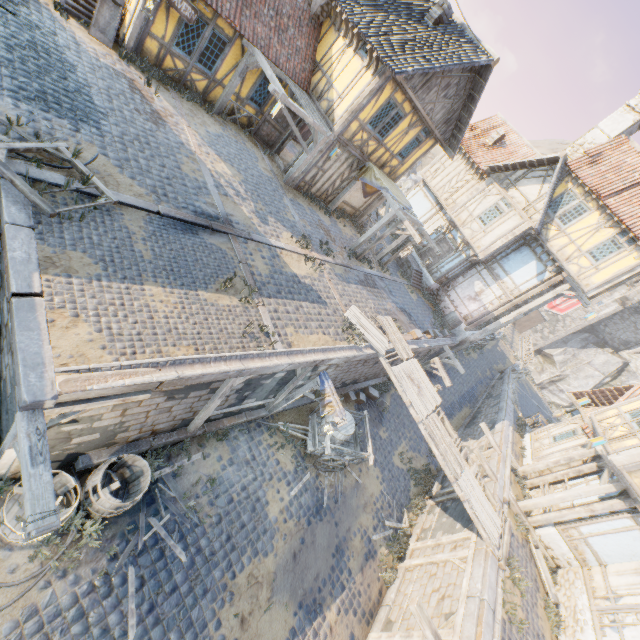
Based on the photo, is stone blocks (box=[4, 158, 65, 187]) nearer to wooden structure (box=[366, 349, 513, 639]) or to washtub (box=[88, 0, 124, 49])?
wooden structure (box=[366, 349, 513, 639])

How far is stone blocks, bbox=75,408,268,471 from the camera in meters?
6.7

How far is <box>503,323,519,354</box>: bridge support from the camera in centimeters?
3570cm

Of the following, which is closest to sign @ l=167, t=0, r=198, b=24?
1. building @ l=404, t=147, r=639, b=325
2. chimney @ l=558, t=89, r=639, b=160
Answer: building @ l=404, t=147, r=639, b=325

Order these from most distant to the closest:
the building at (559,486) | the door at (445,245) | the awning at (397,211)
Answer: the door at (445,245) → the awning at (397,211) → the building at (559,486)

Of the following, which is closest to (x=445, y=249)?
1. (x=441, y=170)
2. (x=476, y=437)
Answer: (x=441, y=170)

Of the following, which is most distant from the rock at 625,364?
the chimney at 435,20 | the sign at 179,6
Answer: the sign at 179,6

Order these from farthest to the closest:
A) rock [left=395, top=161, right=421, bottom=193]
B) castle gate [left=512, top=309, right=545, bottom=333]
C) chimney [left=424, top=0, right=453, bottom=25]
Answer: rock [left=395, top=161, right=421, bottom=193], castle gate [left=512, top=309, right=545, bottom=333], chimney [left=424, top=0, right=453, bottom=25]
